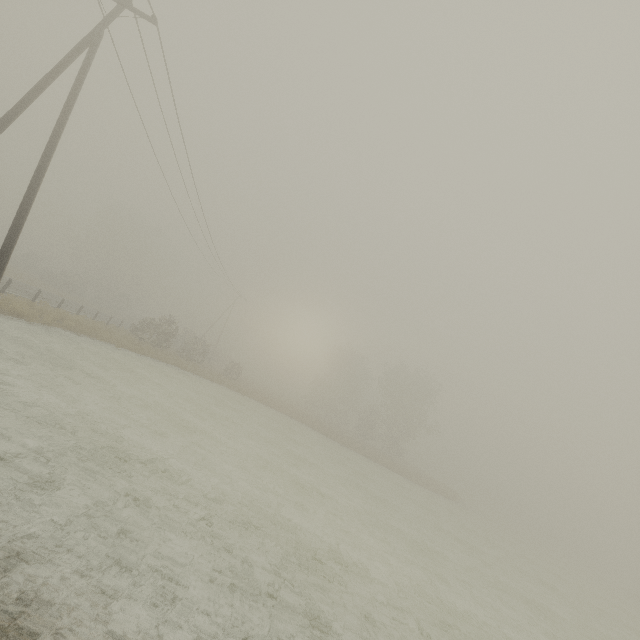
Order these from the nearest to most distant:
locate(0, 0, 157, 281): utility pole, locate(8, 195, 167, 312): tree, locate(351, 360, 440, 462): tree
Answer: locate(0, 0, 157, 281): utility pole < locate(8, 195, 167, 312): tree < locate(351, 360, 440, 462): tree

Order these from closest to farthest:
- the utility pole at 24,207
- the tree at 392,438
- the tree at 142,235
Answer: the utility pole at 24,207 → the tree at 142,235 → the tree at 392,438

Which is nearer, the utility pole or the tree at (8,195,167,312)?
the utility pole

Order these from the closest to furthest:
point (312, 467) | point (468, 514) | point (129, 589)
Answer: point (129, 589) → point (312, 467) → point (468, 514)

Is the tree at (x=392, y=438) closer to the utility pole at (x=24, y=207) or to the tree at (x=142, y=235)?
the utility pole at (x=24, y=207)

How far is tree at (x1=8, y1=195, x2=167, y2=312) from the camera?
43.7 meters

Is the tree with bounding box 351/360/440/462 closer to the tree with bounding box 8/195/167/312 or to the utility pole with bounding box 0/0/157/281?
the utility pole with bounding box 0/0/157/281

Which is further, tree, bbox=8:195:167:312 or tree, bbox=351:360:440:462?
tree, bbox=351:360:440:462
